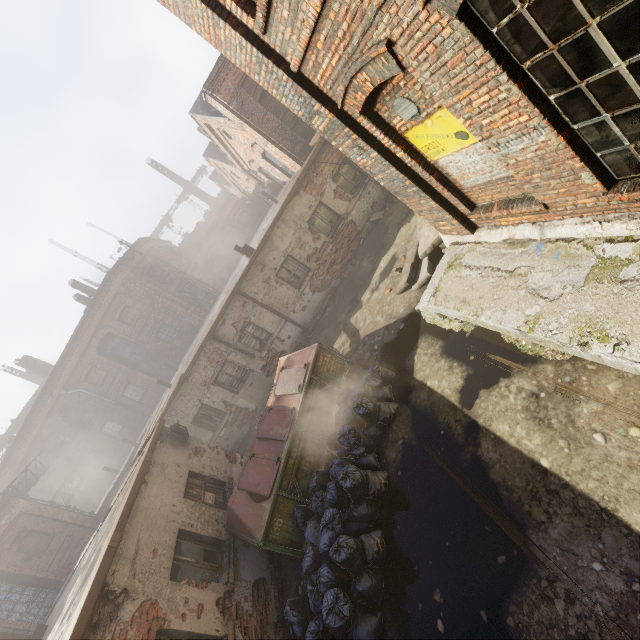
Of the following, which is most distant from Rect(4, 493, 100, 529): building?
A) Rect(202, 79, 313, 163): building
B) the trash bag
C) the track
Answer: Rect(202, 79, 313, 163): building

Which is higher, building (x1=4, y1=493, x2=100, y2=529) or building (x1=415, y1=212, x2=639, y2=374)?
building (x1=4, y1=493, x2=100, y2=529)

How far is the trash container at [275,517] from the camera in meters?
6.3

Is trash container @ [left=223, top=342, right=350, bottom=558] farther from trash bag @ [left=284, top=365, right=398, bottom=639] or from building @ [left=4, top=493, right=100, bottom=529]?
building @ [left=4, top=493, right=100, bottom=529]

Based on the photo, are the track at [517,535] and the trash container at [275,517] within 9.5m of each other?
yes

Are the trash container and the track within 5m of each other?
yes

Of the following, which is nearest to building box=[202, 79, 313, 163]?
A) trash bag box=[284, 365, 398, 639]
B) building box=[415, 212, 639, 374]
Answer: building box=[415, 212, 639, 374]

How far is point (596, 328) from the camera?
3.48m
